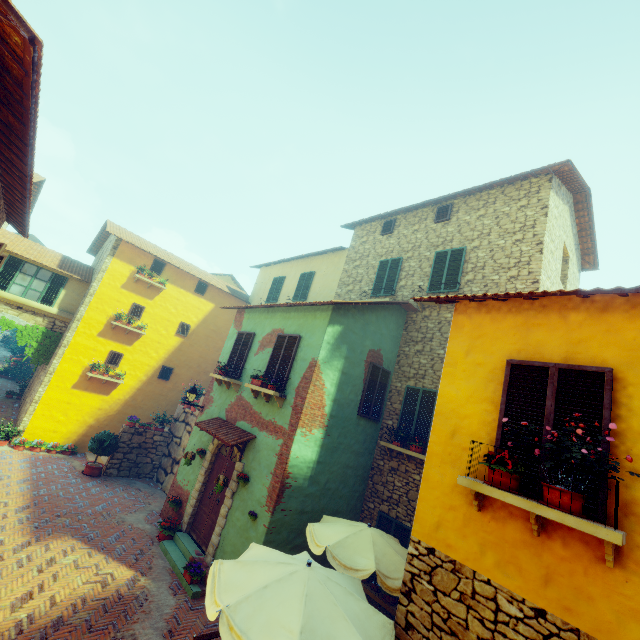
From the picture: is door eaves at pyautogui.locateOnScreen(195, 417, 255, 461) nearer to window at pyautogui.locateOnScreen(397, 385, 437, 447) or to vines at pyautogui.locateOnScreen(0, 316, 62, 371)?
window at pyautogui.locateOnScreen(397, 385, 437, 447)

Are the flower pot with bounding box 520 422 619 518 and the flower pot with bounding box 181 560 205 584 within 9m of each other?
yes

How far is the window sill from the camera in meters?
3.0 m

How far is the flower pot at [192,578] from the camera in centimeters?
776cm

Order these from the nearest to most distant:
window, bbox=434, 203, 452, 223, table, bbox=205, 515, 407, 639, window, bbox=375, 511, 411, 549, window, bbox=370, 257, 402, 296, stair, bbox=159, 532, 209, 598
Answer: table, bbox=205, 515, 407, 639, stair, bbox=159, 532, 209, 598, window, bbox=375, 511, 411, 549, window, bbox=434, 203, 452, 223, window, bbox=370, 257, 402, 296

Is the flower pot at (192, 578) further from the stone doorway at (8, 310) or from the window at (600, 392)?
the stone doorway at (8, 310)

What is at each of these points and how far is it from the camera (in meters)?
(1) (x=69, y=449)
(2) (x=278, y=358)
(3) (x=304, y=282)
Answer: (1) flower pot, 13.89
(2) window, 9.64
(3) window, 16.66

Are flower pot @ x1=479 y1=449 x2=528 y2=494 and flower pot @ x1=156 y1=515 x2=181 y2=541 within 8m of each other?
no
